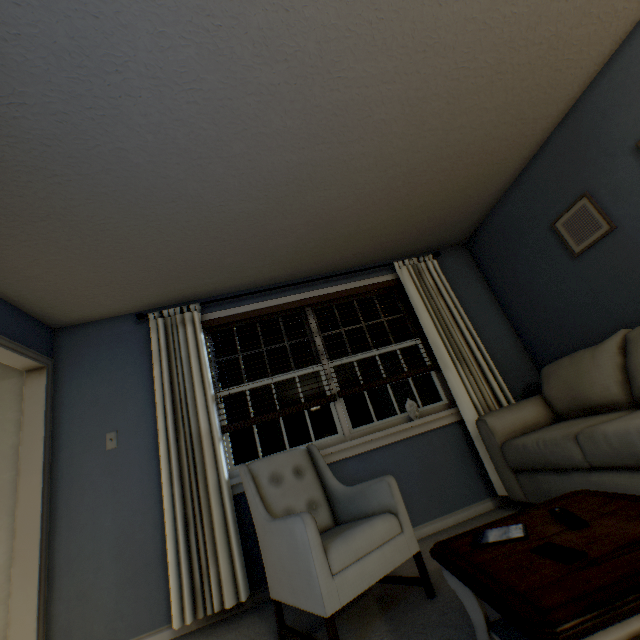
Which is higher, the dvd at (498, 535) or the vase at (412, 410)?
the vase at (412, 410)

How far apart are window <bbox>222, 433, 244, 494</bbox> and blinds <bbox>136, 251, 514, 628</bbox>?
0.1m

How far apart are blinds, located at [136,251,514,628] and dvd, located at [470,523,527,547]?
1.62m

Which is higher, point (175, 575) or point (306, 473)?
point (306, 473)

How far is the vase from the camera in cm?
287

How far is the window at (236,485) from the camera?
2.50m

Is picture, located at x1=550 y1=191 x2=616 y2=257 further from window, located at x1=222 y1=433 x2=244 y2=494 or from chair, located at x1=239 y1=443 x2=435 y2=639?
chair, located at x1=239 y1=443 x2=435 y2=639

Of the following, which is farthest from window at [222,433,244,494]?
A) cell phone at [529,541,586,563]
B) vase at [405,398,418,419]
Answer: cell phone at [529,541,586,563]
